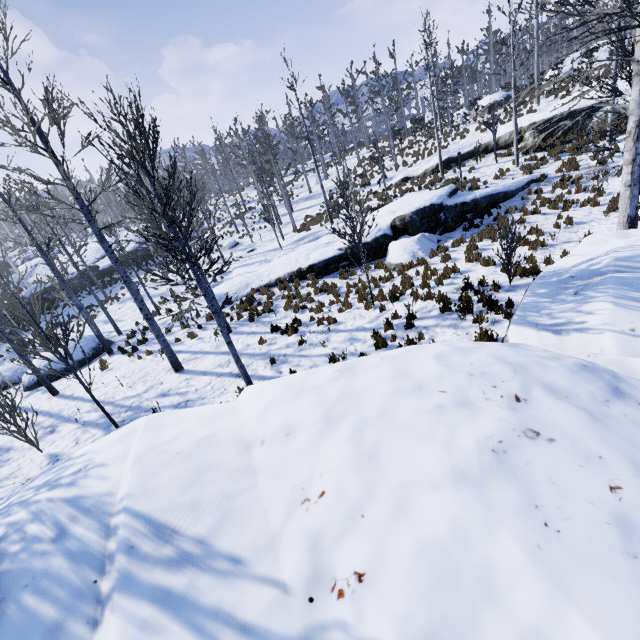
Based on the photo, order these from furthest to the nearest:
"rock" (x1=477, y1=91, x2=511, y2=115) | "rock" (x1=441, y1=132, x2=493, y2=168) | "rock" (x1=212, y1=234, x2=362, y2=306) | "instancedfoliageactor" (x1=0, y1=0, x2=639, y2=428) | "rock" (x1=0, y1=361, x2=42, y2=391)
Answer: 1. "rock" (x1=477, y1=91, x2=511, y2=115)
2. "rock" (x1=441, y1=132, x2=493, y2=168)
3. "rock" (x1=212, y1=234, x2=362, y2=306)
4. "rock" (x1=0, y1=361, x2=42, y2=391)
5. "instancedfoliageactor" (x1=0, y1=0, x2=639, y2=428)

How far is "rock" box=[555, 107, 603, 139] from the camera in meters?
18.2 m

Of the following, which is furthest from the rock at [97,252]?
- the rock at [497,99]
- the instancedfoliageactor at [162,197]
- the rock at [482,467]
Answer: the rock at [497,99]

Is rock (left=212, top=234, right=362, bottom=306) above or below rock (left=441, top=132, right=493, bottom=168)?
below

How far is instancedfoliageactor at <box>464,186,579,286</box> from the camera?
8.4m

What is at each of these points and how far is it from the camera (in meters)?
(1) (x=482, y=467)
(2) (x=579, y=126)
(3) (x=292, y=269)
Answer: (1) rock, 1.76
(2) rock, 18.53
(3) rock, 16.12

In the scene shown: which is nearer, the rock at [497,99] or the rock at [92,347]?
the rock at [92,347]
